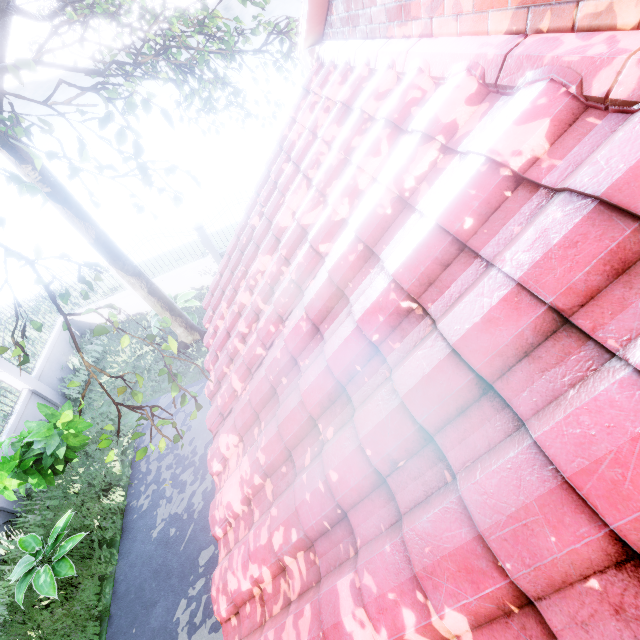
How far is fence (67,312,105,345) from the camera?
12.4 meters

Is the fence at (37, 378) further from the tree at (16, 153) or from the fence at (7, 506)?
the fence at (7, 506)

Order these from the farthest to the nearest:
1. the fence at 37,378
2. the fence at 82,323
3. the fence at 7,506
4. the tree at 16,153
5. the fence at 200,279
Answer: the fence at 82,323, the fence at 200,279, the fence at 37,378, the fence at 7,506, the tree at 16,153

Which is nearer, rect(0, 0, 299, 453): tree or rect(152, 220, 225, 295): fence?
rect(0, 0, 299, 453): tree

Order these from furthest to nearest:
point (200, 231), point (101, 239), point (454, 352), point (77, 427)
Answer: point (200, 231) < point (101, 239) < point (77, 427) < point (454, 352)

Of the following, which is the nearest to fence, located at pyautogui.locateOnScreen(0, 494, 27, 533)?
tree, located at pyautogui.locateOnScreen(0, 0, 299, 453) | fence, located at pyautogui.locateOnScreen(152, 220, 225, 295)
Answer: fence, located at pyautogui.locateOnScreen(152, 220, 225, 295)
